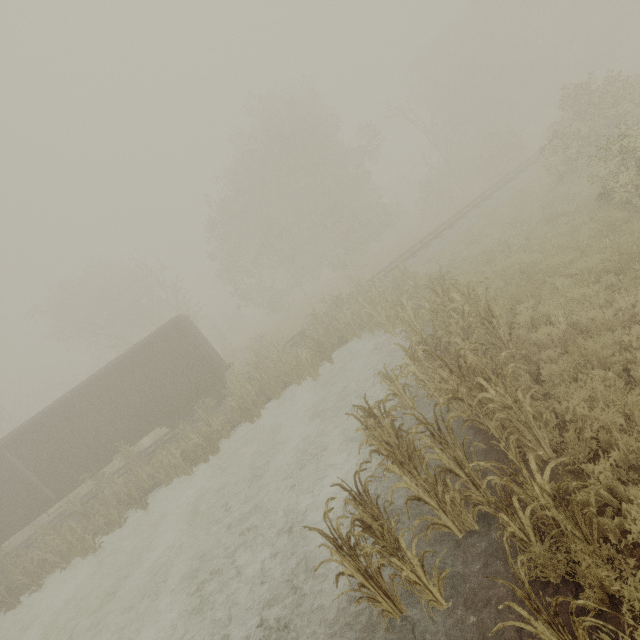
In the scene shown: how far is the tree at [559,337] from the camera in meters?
6.1

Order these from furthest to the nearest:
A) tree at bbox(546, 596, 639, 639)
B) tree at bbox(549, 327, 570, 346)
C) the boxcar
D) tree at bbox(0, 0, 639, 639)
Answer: the boxcar
tree at bbox(549, 327, 570, 346)
tree at bbox(0, 0, 639, 639)
tree at bbox(546, 596, 639, 639)

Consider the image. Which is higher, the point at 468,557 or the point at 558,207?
the point at 558,207

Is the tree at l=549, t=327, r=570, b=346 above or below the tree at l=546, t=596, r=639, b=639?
below

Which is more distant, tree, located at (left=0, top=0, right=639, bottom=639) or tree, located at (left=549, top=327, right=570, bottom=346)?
tree, located at (left=549, top=327, right=570, bottom=346)

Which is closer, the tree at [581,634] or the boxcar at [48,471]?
the tree at [581,634]

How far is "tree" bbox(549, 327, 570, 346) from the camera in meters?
6.1
